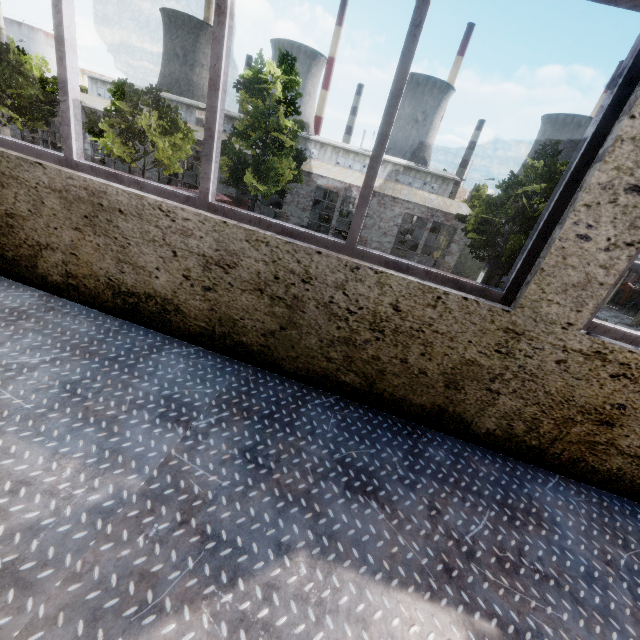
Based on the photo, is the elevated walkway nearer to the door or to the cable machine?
the door

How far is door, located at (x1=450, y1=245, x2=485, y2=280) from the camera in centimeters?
2433cm

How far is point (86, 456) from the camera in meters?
1.4

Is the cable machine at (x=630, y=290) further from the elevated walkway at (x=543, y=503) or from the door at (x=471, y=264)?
the elevated walkway at (x=543, y=503)

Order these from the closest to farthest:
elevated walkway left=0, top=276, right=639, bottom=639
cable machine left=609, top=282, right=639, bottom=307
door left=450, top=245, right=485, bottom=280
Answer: elevated walkway left=0, top=276, right=639, bottom=639
door left=450, top=245, right=485, bottom=280
cable machine left=609, top=282, right=639, bottom=307

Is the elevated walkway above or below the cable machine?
above

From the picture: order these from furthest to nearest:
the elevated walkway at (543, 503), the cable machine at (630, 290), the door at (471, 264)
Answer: the cable machine at (630, 290) < the door at (471, 264) < the elevated walkway at (543, 503)
